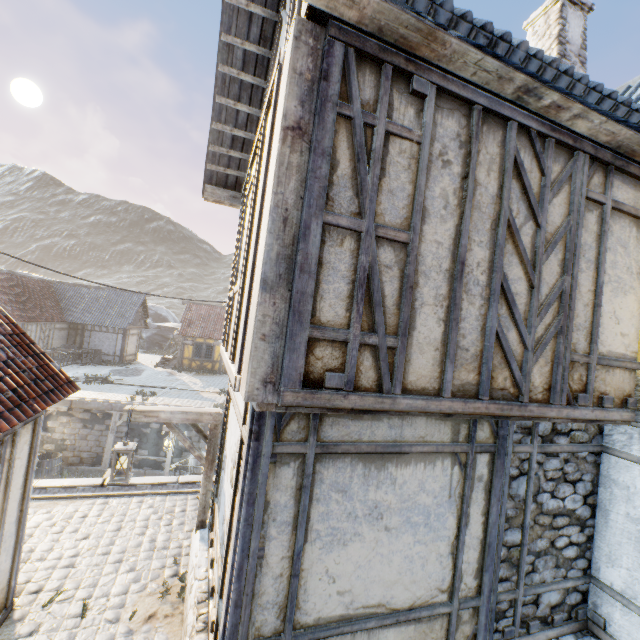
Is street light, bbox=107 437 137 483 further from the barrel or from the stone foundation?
the barrel

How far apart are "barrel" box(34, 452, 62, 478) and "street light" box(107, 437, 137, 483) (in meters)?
12.13

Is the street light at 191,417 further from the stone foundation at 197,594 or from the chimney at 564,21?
the chimney at 564,21

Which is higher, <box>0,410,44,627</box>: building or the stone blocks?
<box>0,410,44,627</box>: building

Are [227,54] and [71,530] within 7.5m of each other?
no

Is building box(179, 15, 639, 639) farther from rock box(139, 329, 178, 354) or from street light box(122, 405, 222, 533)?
rock box(139, 329, 178, 354)

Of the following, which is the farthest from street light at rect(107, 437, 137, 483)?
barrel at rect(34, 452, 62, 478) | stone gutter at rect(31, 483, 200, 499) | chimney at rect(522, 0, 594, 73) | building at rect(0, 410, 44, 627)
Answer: barrel at rect(34, 452, 62, 478)

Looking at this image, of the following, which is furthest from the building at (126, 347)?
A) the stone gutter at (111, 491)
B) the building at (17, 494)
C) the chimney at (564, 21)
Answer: the chimney at (564, 21)
